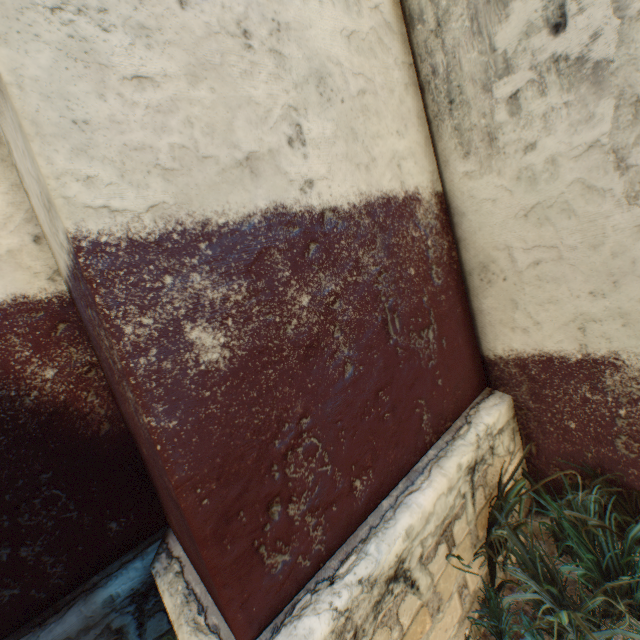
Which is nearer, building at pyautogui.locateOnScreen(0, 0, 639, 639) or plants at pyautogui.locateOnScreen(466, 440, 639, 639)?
building at pyautogui.locateOnScreen(0, 0, 639, 639)

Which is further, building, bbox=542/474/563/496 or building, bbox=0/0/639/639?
building, bbox=542/474/563/496

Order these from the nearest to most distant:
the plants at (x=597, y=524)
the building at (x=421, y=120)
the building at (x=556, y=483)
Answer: the building at (x=421, y=120) → the plants at (x=597, y=524) → the building at (x=556, y=483)

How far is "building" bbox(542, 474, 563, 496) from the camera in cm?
213

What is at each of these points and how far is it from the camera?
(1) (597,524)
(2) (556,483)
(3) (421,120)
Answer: (1) plants, 1.7m
(2) building, 2.2m
(3) building, 2.0m

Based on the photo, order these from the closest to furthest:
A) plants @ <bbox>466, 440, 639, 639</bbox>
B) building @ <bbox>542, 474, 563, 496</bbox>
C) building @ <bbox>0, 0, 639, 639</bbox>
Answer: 1. building @ <bbox>0, 0, 639, 639</bbox>
2. plants @ <bbox>466, 440, 639, 639</bbox>
3. building @ <bbox>542, 474, 563, 496</bbox>

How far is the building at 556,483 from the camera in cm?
213
